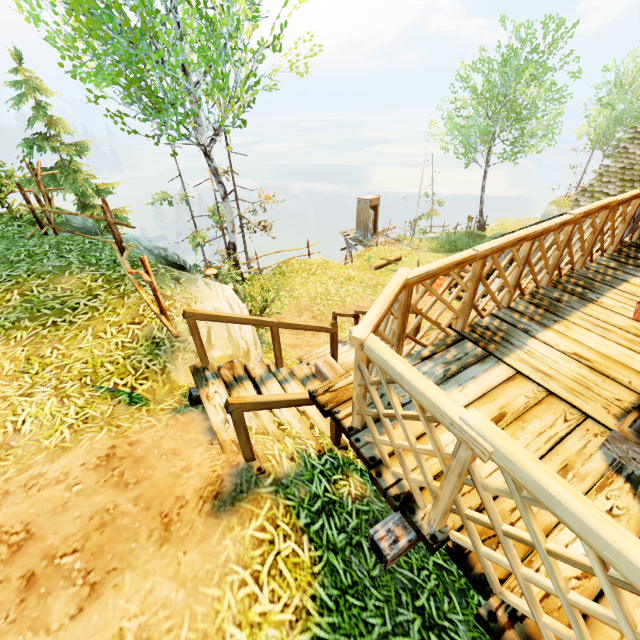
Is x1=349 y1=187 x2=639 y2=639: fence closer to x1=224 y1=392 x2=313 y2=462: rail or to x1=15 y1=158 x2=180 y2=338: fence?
x1=224 y1=392 x2=313 y2=462: rail

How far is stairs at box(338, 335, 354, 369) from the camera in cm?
690

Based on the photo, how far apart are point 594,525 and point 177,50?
10.0m

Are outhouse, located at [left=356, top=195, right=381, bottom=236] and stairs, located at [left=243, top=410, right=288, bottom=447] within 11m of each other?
no

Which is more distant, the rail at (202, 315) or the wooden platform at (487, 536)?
the rail at (202, 315)

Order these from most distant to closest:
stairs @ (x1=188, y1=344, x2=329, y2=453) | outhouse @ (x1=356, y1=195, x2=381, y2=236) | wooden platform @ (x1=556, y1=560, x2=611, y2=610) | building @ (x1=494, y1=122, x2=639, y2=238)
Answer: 1. outhouse @ (x1=356, y1=195, x2=381, y2=236)
2. building @ (x1=494, y1=122, x2=639, y2=238)
3. stairs @ (x1=188, y1=344, x2=329, y2=453)
4. wooden platform @ (x1=556, y1=560, x2=611, y2=610)

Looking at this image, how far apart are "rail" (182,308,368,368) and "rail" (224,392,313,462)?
1.5m

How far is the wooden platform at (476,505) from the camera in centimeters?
211cm
